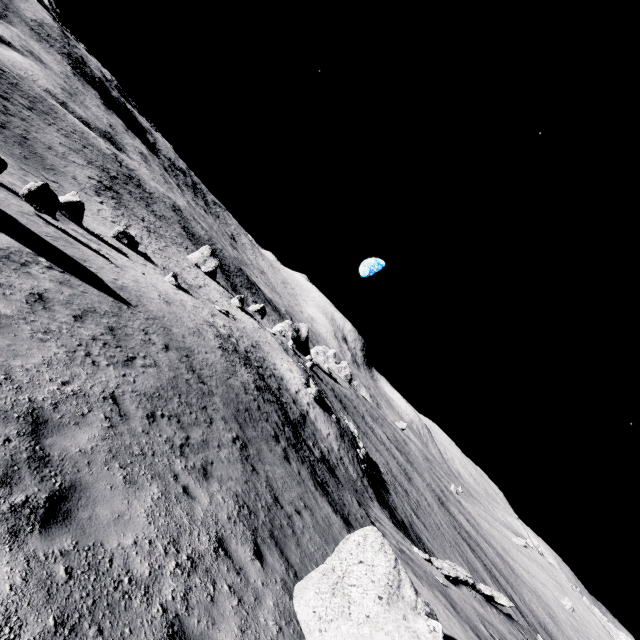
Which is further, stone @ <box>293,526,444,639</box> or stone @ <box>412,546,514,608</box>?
stone @ <box>412,546,514,608</box>

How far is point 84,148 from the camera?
58.5 meters

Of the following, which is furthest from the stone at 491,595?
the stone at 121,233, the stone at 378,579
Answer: the stone at 121,233

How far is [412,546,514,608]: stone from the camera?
17.6m

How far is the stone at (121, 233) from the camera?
33.9m

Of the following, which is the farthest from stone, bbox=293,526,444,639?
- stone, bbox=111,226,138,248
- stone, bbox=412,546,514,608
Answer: stone, bbox=111,226,138,248

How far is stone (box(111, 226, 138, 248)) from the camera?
33.9m
